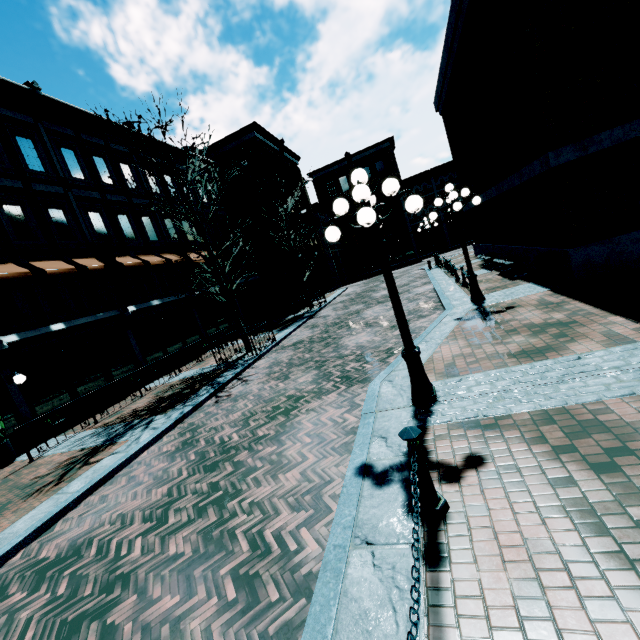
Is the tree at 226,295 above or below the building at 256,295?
above

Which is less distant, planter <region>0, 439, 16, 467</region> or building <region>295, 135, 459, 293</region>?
planter <region>0, 439, 16, 467</region>

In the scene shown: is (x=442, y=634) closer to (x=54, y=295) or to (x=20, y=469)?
(x=20, y=469)

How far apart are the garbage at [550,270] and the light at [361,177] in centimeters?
663cm

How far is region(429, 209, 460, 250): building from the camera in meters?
39.6

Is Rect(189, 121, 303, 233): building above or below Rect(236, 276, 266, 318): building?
above

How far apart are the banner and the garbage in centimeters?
1583cm
